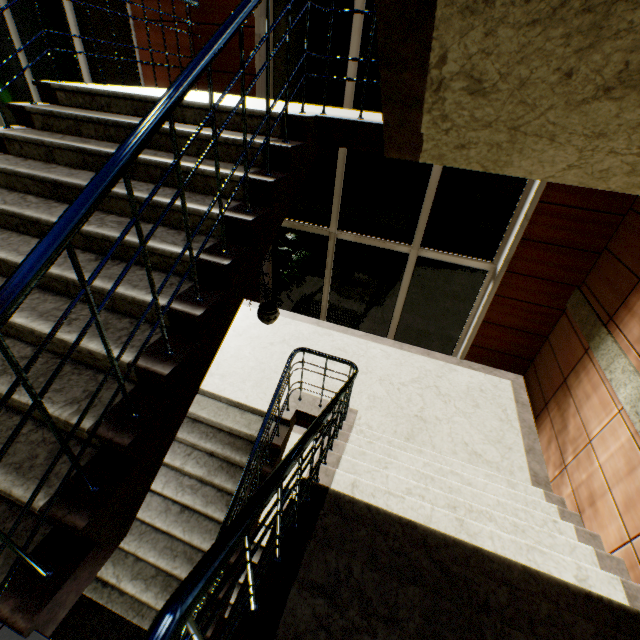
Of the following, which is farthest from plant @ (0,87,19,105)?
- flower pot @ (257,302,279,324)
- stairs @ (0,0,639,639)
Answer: flower pot @ (257,302,279,324)

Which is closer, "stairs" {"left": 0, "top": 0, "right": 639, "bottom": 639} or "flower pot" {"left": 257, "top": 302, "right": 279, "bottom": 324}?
"stairs" {"left": 0, "top": 0, "right": 639, "bottom": 639}

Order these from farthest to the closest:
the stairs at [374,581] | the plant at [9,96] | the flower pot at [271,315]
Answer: the flower pot at [271,315], the plant at [9,96], the stairs at [374,581]

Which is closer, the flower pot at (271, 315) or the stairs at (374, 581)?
the stairs at (374, 581)

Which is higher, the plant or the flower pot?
the plant

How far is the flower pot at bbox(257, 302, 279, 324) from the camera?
5.8 meters

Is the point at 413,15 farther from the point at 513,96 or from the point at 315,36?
the point at 315,36
